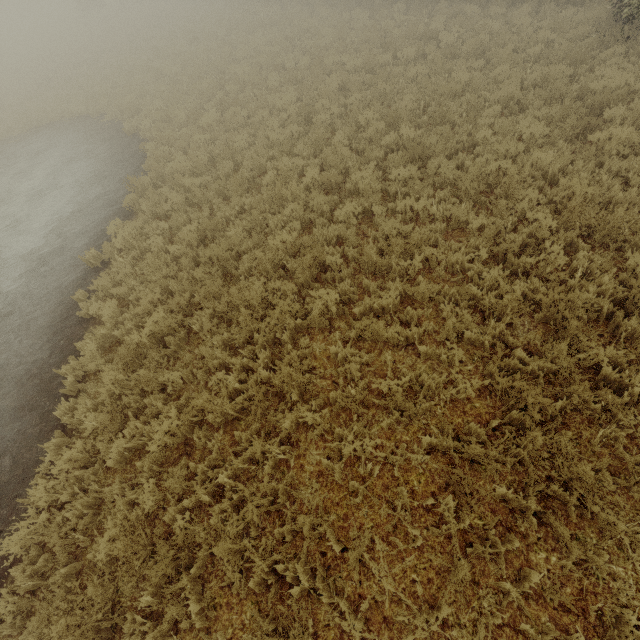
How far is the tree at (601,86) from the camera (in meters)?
7.29

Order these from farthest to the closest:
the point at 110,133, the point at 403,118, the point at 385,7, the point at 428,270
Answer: the point at 385,7
the point at 110,133
the point at 403,118
the point at 428,270

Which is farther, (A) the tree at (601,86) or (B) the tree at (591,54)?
(B) the tree at (591,54)

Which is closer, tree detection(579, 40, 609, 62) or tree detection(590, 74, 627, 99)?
tree detection(590, 74, 627, 99)

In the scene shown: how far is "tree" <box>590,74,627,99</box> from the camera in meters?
7.3
